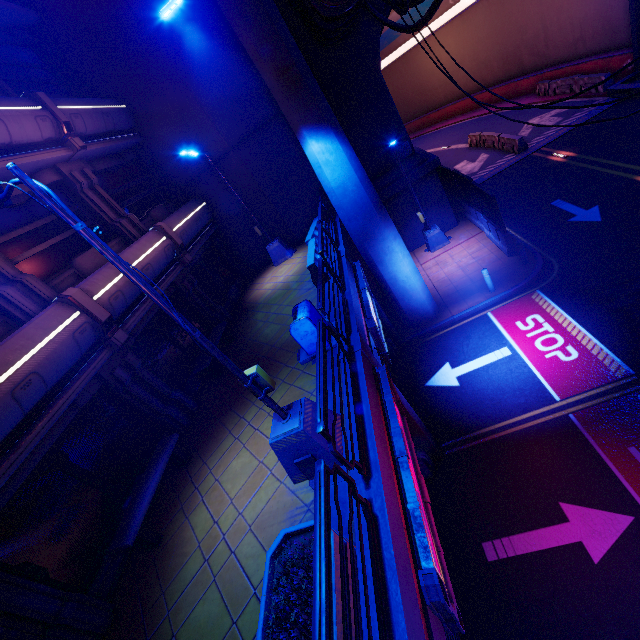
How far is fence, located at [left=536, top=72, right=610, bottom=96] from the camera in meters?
19.4

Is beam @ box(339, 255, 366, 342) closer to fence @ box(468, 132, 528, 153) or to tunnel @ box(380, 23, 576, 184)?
tunnel @ box(380, 23, 576, 184)

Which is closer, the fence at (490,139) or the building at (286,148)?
the building at (286,148)

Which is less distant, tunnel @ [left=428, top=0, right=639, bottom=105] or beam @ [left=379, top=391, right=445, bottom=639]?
beam @ [left=379, top=391, right=445, bottom=639]

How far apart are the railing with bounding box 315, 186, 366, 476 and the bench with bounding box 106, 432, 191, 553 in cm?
488

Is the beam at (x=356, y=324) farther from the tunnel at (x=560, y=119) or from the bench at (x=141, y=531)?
the tunnel at (x=560, y=119)

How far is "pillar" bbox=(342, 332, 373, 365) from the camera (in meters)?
6.97

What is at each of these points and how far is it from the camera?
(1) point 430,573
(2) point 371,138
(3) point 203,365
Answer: (1) sign, 3.58m
(2) wall arch, 15.66m
(3) bench, 10.24m
